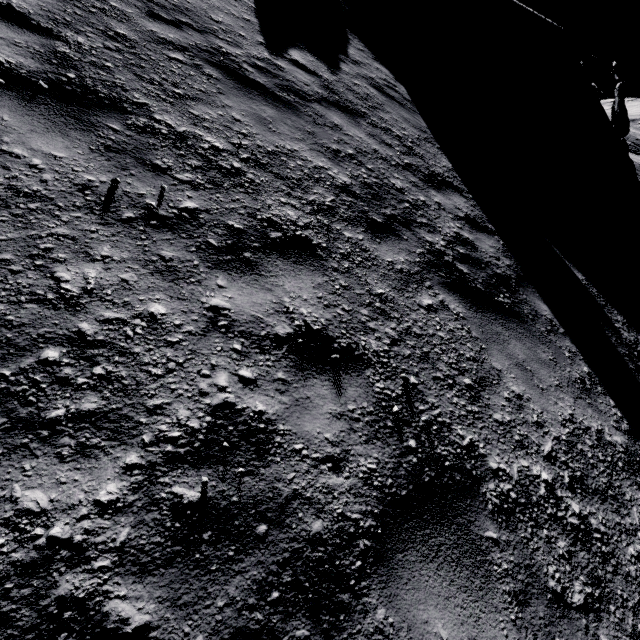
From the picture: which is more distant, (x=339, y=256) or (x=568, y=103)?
(x=568, y=103)
